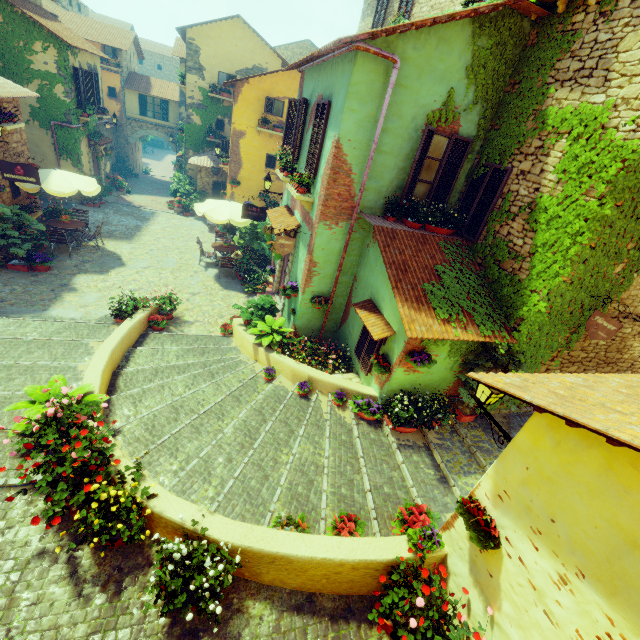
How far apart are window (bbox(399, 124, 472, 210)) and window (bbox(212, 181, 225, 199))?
15.9m

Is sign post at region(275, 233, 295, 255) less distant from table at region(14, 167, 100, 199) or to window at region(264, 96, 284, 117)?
window at region(264, 96, 284, 117)

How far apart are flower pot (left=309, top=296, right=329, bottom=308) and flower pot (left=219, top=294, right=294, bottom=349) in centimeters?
87cm

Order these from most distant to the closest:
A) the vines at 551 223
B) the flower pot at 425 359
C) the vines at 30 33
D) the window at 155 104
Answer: the window at 155 104 → the vines at 30 33 → the flower pot at 425 359 → the vines at 551 223

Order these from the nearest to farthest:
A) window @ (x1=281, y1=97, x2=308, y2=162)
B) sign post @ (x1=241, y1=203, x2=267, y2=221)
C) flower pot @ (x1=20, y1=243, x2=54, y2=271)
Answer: window @ (x1=281, y1=97, x2=308, y2=162)
flower pot @ (x1=20, y1=243, x2=54, y2=271)
sign post @ (x1=241, y1=203, x2=267, y2=221)

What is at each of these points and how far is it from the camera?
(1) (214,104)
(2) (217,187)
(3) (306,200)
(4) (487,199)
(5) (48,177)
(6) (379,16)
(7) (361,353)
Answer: (1) vines, 20.2m
(2) window, 20.5m
(3) window sill, 8.2m
(4) window, 7.4m
(5) table, 11.3m
(6) window, 12.6m
(7) window, 8.0m

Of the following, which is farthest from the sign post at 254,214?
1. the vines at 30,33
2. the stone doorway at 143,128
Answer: the stone doorway at 143,128

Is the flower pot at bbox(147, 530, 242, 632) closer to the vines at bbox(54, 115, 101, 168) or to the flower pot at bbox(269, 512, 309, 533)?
the flower pot at bbox(269, 512, 309, 533)
